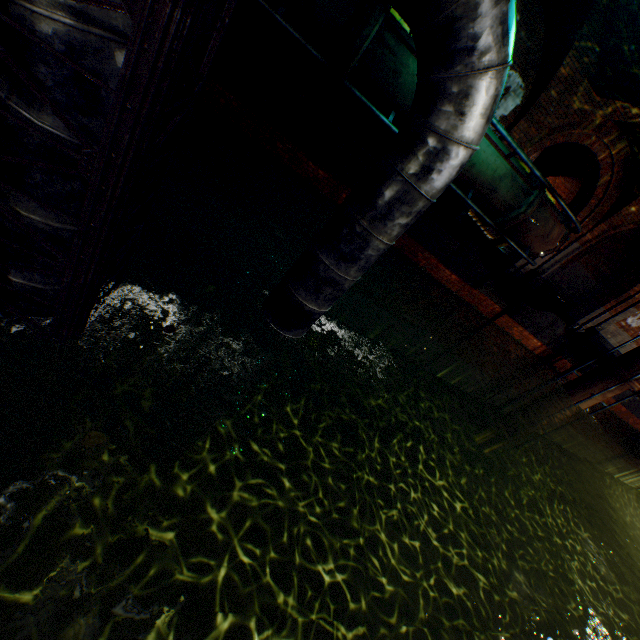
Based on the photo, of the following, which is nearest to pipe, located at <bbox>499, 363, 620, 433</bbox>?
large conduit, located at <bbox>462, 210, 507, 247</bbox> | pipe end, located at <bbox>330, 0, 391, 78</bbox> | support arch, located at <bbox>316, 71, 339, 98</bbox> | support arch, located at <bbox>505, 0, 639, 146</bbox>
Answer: large conduit, located at <bbox>462, 210, 507, 247</bbox>

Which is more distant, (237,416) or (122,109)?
(237,416)

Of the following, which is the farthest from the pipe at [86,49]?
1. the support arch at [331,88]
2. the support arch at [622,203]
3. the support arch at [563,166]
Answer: the support arch at [563,166]

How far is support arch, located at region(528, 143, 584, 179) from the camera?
13.0m

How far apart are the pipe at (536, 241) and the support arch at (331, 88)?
3.8m

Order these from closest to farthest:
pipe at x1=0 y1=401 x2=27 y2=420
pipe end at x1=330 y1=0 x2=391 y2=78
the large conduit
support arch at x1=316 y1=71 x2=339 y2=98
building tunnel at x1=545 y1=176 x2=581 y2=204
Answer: pipe at x1=0 y1=401 x2=27 y2=420
pipe end at x1=330 y1=0 x2=391 y2=78
support arch at x1=316 y1=71 x2=339 y2=98
the large conduit
building tunnel at x1=545 y1=176 x2=581 y2=204

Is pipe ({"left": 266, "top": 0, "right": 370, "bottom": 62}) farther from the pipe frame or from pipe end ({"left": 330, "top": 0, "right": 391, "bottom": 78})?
the pipe frame

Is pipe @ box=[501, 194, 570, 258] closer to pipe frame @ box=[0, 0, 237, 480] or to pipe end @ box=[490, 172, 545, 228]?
pipe end @ box=[490, 172, 545, 228]
